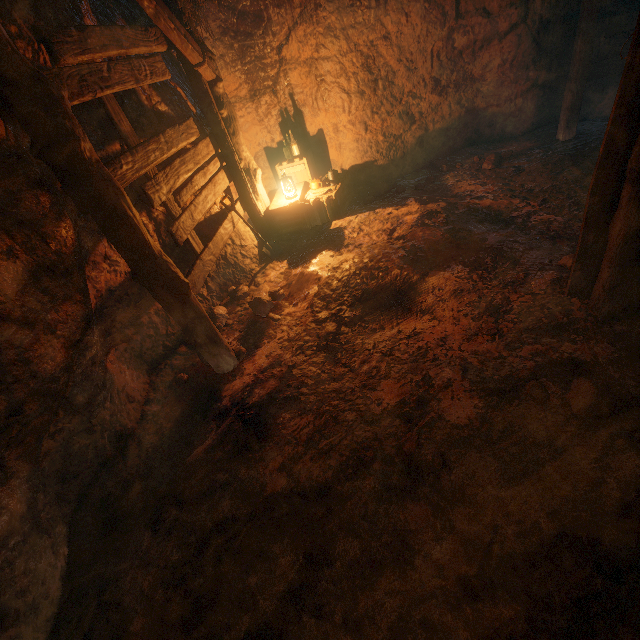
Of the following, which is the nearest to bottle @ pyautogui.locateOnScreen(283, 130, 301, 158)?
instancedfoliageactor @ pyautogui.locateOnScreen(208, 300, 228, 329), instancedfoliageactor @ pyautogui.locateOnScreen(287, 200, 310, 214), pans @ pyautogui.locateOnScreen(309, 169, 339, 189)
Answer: pans @ pyautogui.locateOnScreen(309, 169, 339, 189)

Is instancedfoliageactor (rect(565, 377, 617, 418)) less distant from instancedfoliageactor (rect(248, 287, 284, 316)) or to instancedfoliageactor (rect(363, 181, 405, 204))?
instancedfoliageactor (rect(248, 287, 284, 316))

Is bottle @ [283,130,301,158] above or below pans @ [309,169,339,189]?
above

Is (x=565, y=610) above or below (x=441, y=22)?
below

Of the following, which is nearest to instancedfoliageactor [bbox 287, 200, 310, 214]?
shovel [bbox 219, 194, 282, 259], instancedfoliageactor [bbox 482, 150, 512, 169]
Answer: shovel [bbox 219, 194, 282, 259]

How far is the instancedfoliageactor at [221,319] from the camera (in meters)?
4.69

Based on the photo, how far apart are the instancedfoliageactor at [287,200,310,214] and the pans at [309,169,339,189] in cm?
48

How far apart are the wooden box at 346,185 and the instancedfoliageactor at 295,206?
0.0m
